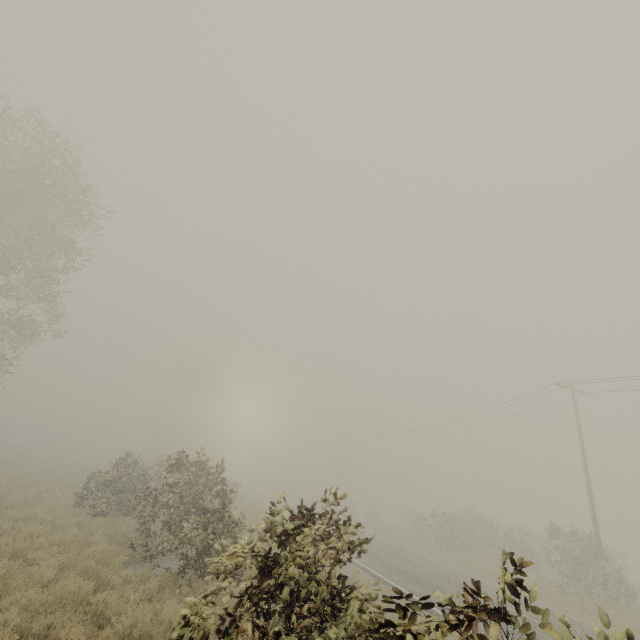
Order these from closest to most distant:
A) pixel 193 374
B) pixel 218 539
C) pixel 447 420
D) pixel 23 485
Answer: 1. pixel 218 539
2. pixel 23 485
3. pixel 447 420
4. pixel 193 374
